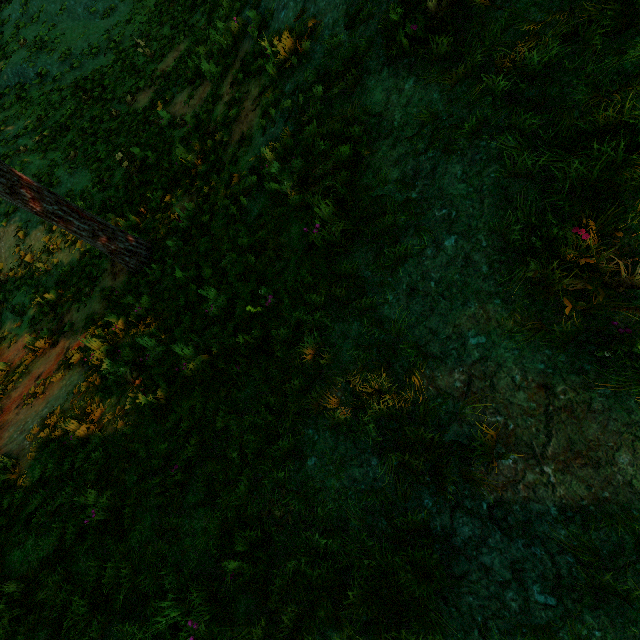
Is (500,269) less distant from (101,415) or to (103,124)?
(101,415)
